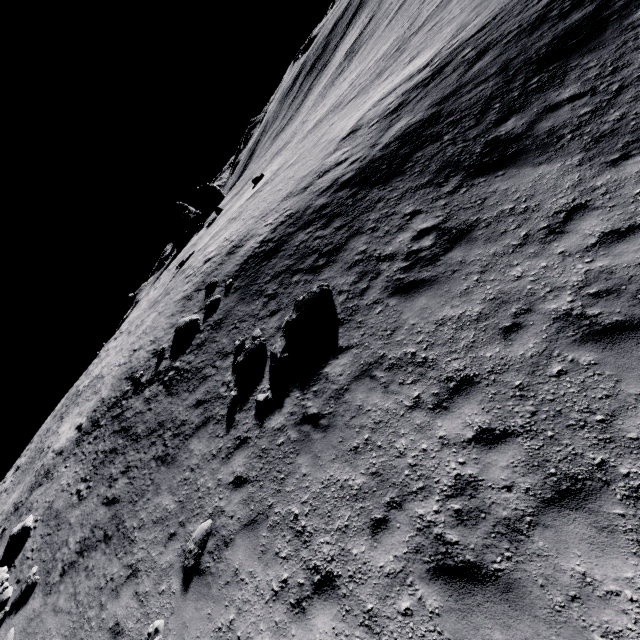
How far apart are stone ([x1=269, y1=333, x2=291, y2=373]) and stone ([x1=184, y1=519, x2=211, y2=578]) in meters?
3.9 m

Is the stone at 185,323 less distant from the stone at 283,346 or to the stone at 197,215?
the stone at 283,346

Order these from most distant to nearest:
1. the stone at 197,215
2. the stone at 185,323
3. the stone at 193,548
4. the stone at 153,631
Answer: the stone at 197,215
the stone at 185,323
the stone at 193,548
the stone at 153,631

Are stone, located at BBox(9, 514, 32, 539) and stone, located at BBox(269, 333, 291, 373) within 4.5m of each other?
no

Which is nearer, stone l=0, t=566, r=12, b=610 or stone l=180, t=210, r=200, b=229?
stone l=0, t=566, r=12, b=610

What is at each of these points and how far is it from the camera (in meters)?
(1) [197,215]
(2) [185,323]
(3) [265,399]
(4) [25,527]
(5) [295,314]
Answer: (1) stone, 40.28
(2) stone, 16.11
(3) stone, 9.12
(4) stone, 12.78
(5) stone, 10.09

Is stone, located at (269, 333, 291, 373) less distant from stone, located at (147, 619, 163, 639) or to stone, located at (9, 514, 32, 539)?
stone, located at (147, 619, 163, 639)

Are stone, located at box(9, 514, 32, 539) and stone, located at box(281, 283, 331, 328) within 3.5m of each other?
no
